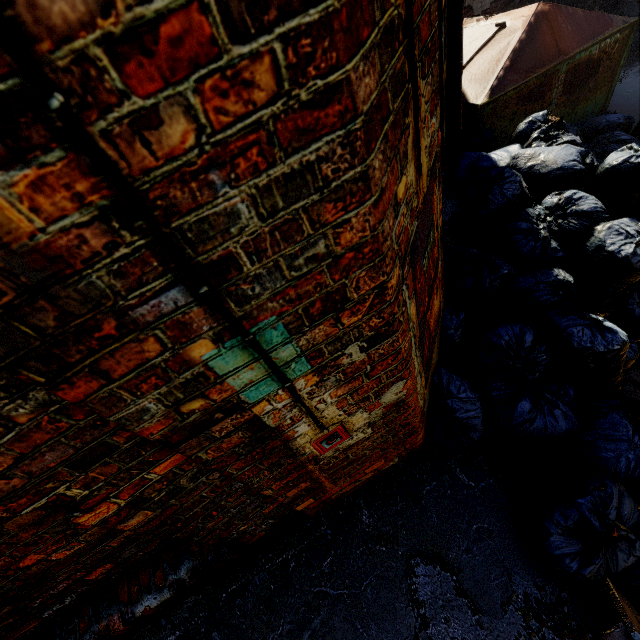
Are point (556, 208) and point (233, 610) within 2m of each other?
no

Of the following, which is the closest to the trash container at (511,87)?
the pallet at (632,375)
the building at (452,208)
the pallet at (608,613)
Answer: the building at (452,208)

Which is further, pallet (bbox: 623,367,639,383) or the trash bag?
pallet (bbox: 623,367,639,383)

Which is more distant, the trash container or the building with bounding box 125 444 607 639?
the trash container

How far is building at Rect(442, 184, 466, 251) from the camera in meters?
3.0

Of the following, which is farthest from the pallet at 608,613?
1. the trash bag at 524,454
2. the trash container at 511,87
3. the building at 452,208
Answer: the trash container at 511,87

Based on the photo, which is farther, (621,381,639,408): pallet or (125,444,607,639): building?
(621,381,639,408): pallet
